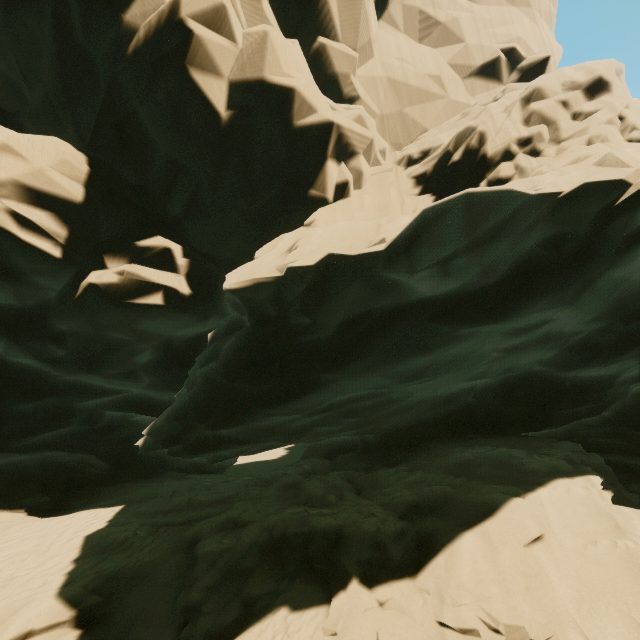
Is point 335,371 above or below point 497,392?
above
